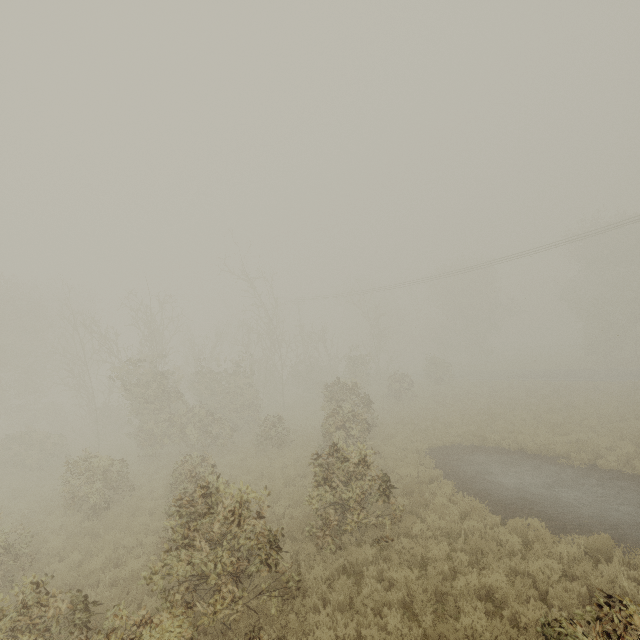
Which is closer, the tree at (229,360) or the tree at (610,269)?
the tree at (229,360)

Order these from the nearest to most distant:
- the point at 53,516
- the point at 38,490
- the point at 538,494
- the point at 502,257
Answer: the point at 538,494
the point at 53,516
the point at 38,490
the point at 502,257

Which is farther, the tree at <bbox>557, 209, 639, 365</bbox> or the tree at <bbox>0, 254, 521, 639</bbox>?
the tree at <bbox>557, 209, 639, 365</bbox>
